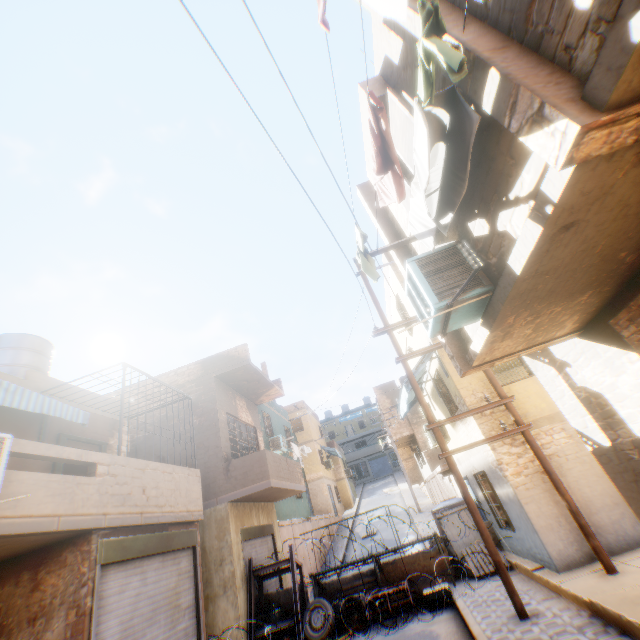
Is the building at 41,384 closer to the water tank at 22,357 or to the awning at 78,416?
the awning at 78,416

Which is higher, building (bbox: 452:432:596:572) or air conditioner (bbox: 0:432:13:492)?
air conditioner (bbox: 0:432:13:492)

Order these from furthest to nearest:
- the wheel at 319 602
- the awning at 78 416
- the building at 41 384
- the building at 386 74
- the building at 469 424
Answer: the wheel at 319 602, the building at 469 424, the building at 41 384, the awning at 78 416, the building at 386 74

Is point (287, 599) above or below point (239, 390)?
below

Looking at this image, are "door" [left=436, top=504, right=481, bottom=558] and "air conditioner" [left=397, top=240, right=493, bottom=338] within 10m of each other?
yes

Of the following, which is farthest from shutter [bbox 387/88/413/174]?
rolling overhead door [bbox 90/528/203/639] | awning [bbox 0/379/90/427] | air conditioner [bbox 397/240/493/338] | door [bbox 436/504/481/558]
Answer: door [bbox 436/504/481/558]

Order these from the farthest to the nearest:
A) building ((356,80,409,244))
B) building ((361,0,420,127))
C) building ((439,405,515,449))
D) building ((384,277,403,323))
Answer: building ((384,277,403,323)) → building ((439,405,515,449)) → building ((356,80,409,244)) → building ((361,0,420,127))

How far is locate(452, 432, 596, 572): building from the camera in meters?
7.0
